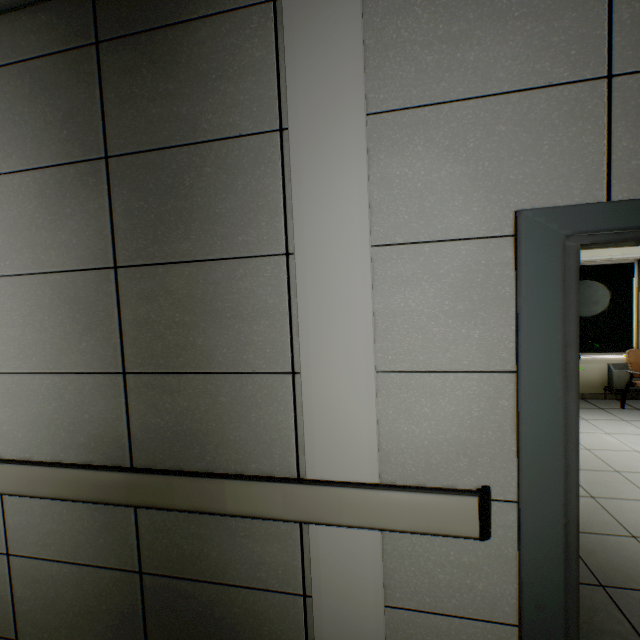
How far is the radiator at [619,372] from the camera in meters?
5.3

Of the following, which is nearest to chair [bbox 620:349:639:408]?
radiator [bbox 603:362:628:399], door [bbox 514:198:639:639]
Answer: radiator [bbox 603:362:628:399]

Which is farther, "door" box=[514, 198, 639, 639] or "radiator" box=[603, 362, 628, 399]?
"radiator" box=[603, 362, 628, 399]

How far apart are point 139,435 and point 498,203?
1.8 meters

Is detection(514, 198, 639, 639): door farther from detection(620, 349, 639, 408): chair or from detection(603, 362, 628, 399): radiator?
detection(603, 362, 628, 399): radiator

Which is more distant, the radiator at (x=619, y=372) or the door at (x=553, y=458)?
the radiator at (x=619, y=372)
